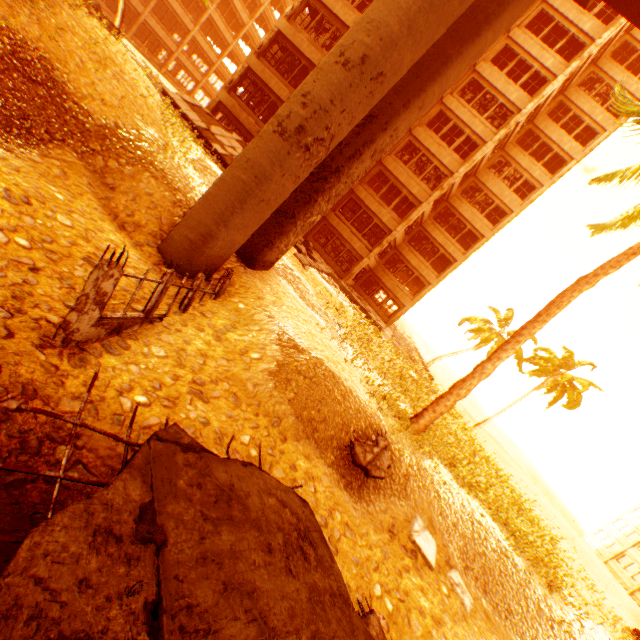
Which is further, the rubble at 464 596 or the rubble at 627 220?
the rubble at 627 220

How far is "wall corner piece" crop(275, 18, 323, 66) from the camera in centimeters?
2109cm

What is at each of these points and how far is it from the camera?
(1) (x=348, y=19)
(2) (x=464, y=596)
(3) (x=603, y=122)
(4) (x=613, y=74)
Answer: (1) wall corner piece, 20.5 meters
(2) rubble, 7.4 meters
(3) wall corner piece, 25.8 meters
(4) wall corner piece, 25.6 meters

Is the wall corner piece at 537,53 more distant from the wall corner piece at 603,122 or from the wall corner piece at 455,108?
the wall corner piece at 455,108

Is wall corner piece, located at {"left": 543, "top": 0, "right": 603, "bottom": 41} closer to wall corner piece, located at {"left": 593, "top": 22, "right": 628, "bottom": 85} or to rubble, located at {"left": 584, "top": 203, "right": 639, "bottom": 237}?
wall corner piece, located at {"left": 593, "top": 22, "right": 628, "bottom": 85}

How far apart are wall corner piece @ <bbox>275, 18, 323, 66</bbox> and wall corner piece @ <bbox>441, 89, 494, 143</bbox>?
5.05m

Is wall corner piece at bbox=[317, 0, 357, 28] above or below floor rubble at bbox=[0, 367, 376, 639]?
above

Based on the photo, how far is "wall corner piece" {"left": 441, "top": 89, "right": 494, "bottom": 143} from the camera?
23.4 meters
